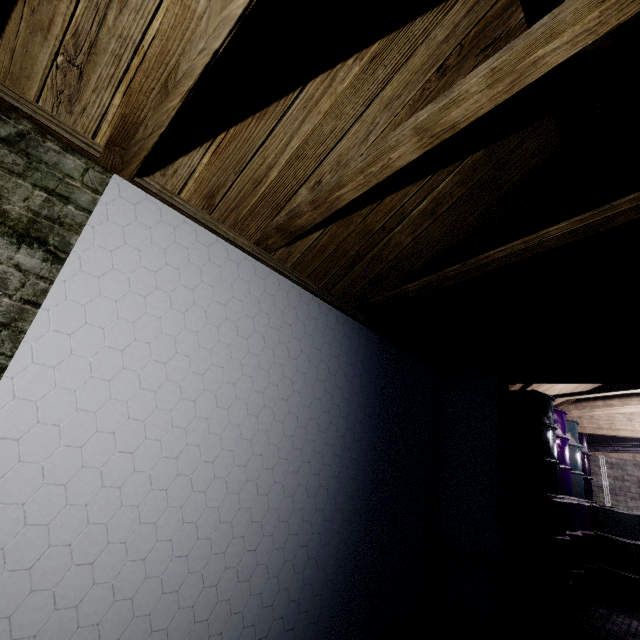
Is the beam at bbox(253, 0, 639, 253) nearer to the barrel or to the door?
the door

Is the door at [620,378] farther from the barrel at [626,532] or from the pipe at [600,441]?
the pipe at [600,441]

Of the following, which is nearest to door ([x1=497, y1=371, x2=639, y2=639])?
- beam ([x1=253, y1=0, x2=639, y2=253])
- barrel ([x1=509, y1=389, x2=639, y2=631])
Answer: beam ([x1=253, y1=0, x2=639, y2=253])

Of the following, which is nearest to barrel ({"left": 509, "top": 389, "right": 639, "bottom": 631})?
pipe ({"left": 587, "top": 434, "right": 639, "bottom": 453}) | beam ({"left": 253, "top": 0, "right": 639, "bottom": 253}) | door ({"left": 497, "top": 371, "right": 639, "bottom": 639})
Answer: A: pipe ({"left": 587, "top": 434, "right": 639, "bottom": 453})

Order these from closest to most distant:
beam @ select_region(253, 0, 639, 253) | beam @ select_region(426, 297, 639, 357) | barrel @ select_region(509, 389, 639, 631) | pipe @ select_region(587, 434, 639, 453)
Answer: beam @ select_region(253, 0, 639, 253)
beam @ select_region(426, 297, 639, 357)
barrel @ select_region(509, 389, 639, 631)
pipe @ select_region(587, 434, 639, 453)

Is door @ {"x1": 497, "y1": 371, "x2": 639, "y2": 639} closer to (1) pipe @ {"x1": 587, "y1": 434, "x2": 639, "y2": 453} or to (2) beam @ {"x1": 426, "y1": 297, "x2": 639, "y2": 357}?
(2) beam @ {"x1": 426, "y1": 297, "x2": 639, "y2": 357}

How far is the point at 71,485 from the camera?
1.12m

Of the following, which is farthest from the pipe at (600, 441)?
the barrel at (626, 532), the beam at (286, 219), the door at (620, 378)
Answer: the beam at (286, 219)
